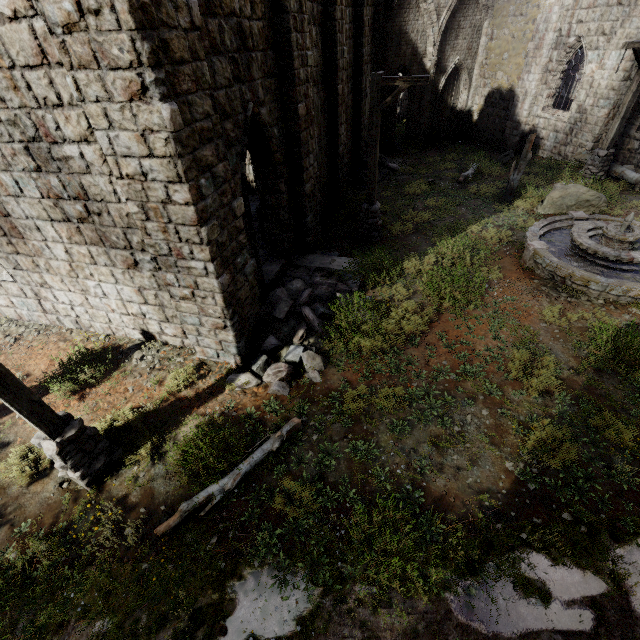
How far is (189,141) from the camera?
4.6m

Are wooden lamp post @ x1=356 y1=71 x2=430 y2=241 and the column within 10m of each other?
no

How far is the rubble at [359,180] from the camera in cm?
1659

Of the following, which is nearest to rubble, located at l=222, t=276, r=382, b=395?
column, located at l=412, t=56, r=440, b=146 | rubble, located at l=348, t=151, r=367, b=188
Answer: rubble, located at l=348, t=151, r=367, b=188

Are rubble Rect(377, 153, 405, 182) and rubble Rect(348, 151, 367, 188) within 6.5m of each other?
yes

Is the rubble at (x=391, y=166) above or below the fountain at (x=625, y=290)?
below

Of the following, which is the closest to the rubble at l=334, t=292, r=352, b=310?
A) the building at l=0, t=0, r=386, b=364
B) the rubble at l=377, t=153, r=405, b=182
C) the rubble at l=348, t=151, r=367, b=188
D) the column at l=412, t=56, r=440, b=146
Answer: the building at l=0, t=0, r=386, b=364

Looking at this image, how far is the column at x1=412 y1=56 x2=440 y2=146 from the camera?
19.7m
